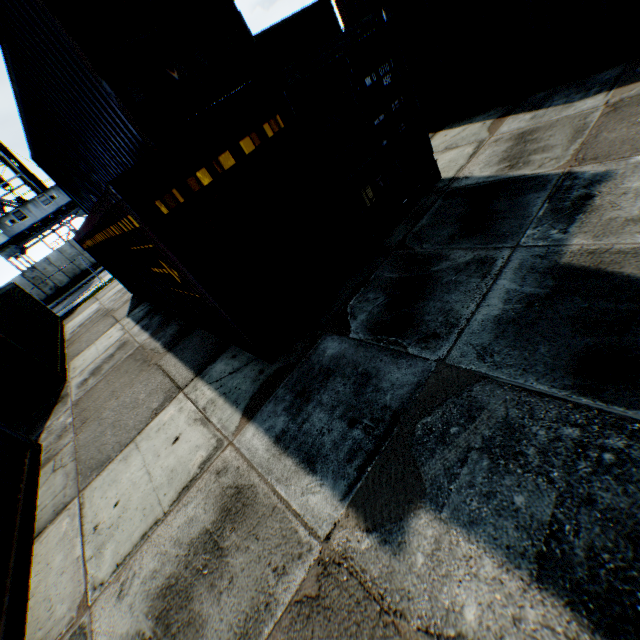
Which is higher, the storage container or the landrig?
the landrig

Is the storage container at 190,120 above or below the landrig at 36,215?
below

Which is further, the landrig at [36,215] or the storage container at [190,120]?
the landrig at [36,215]

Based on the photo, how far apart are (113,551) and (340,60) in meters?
7.2 m

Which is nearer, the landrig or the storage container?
the storage container
